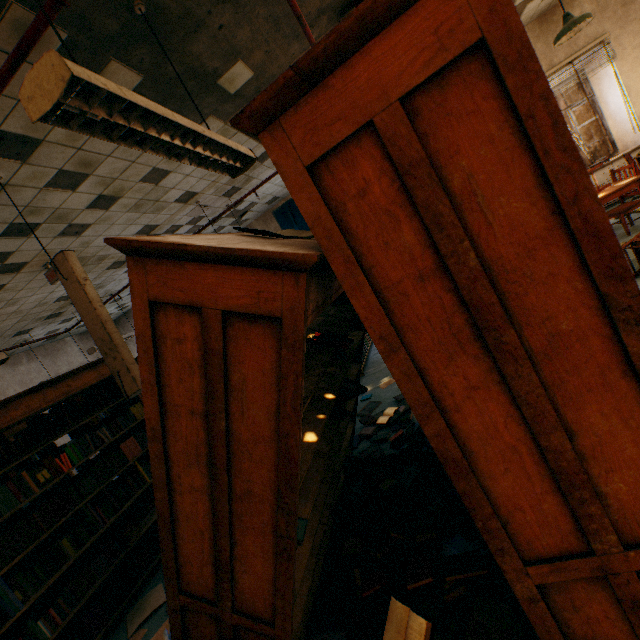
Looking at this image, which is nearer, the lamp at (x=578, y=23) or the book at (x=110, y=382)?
the book at (x=110, y=382)

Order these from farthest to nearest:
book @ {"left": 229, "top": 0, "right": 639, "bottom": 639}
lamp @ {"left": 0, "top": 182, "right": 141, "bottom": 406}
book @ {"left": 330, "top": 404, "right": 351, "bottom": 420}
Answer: lamp @ {"left": 0, "top": 182, "right": 141, "bottom": 406}
book @ {"left": 330, "top": 404, "right": 351, "bottom": 420}
book @ {"left": 229, "top": 0, "right": 639, "bottom": 639}

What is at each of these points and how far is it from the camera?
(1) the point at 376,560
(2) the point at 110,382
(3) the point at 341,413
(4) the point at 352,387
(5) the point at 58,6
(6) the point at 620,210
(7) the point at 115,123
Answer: (1) book, 2.0m
(2) book, 4.0m
(3) book, 2.2m
(4) book, 2.5m
(5) sprinkler pipe, 1.7m
(6) chair, 4.8m
(7) lamp, 1.6m

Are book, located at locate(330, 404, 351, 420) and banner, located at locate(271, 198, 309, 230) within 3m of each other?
no

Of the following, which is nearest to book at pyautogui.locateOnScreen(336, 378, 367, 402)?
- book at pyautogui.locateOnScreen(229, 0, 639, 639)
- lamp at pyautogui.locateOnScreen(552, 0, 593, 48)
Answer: book at pyautogui.locateOnScreen(229, 0, 639, 639)

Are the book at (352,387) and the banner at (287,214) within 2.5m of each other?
no

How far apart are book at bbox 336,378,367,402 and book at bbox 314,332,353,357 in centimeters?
62cm

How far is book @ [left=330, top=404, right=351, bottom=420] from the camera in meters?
2.1
